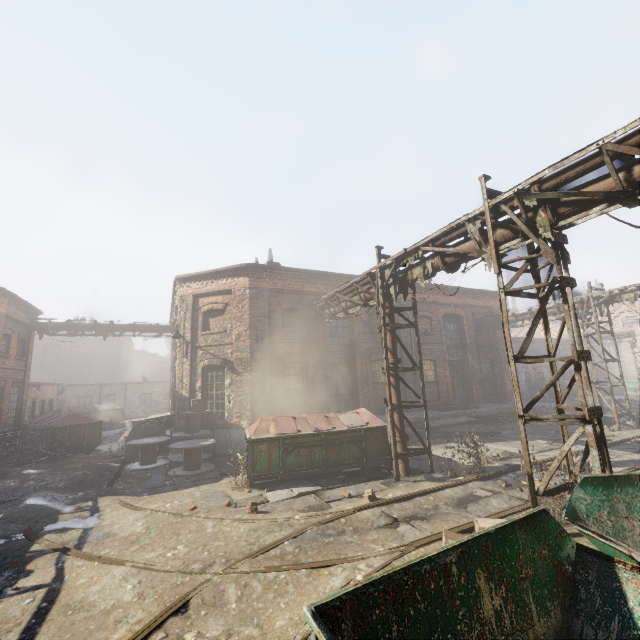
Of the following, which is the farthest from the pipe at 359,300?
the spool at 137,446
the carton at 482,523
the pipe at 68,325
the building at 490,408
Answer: the pipe at 68,325

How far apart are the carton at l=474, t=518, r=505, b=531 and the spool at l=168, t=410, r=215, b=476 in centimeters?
825cm

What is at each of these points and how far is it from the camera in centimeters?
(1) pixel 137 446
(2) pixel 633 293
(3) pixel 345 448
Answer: (1) spool, 1318cm
(2) pipe, 1438cm
(3) trash container, 995cm

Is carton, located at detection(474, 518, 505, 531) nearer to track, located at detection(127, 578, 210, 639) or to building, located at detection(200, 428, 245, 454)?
track, located at detection(127, 578, 210, 639)

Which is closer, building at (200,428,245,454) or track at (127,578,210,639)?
track at (127,578,210,639)

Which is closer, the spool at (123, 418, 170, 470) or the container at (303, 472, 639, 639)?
the container at (303, 472, 639, 639)

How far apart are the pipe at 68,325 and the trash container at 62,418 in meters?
4.4

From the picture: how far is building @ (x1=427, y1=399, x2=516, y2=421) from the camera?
16.8m
